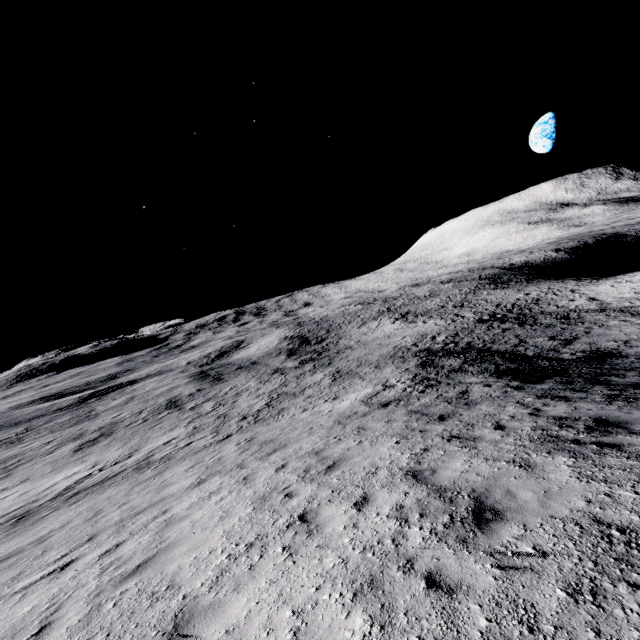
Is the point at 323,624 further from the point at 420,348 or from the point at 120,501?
the point at 420,348
